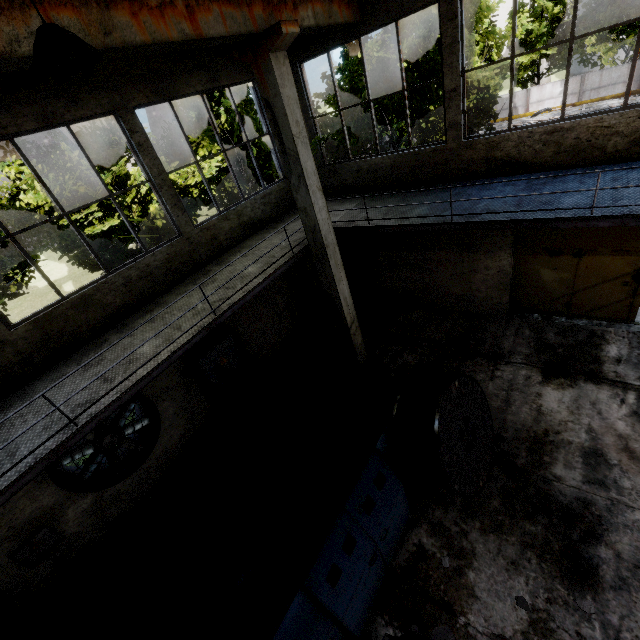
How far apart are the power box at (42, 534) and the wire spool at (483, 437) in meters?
6.9 m

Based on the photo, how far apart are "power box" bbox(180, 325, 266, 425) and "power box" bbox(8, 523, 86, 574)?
3.73m

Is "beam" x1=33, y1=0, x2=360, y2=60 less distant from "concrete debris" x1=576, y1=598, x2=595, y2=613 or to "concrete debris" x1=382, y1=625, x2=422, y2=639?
"concrete debris" x1=382, y1=625, x2=422, y2=639

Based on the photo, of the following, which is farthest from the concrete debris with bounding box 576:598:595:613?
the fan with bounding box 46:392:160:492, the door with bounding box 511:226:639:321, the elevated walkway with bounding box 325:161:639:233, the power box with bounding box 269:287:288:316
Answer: the power box with bounding box 269:287:288:316

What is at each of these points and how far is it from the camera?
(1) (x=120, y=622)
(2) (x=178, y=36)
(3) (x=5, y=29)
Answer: (1) wire spool, 5.30m
(2) beam, 4.20m
(3) beam, 2.99m

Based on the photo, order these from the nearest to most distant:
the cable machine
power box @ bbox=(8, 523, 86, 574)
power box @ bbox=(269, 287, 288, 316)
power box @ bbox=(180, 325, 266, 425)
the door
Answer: the cable machine, power box @ bbox=(8, 523, 86, 574), the door, power box @ bbox=(180, 325, 266, 425), power box @ bbox=(269, 287, 288, 316)

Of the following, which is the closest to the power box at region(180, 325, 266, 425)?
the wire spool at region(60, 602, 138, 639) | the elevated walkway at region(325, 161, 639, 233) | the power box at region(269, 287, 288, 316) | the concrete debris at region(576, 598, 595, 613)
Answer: the power box at region(269, 287, 288, 316)

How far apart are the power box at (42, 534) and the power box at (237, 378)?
3.7m
